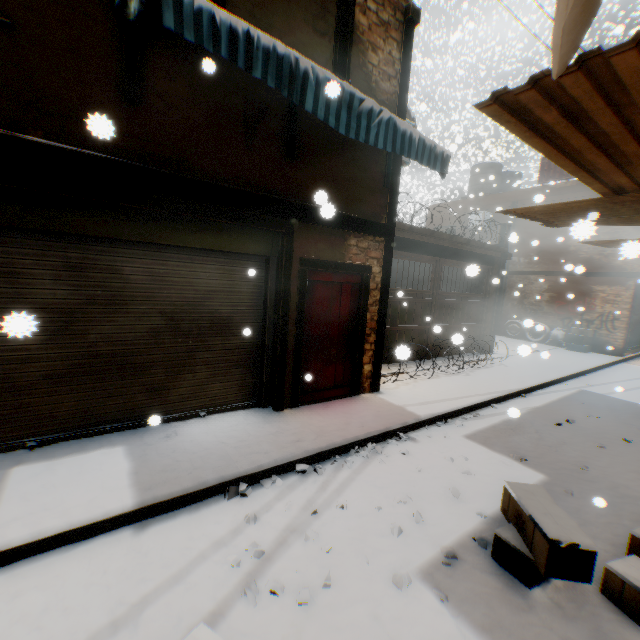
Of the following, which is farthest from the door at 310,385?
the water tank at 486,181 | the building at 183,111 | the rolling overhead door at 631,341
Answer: the rolling overhead door at 631,341

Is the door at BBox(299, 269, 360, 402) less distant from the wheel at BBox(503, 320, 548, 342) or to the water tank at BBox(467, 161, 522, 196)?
the wheel at BBox(503, 320, 548, 342)

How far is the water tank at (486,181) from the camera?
17.5m

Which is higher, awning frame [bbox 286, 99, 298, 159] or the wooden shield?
the wooden shield

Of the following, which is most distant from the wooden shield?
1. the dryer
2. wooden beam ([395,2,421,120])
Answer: the dryer

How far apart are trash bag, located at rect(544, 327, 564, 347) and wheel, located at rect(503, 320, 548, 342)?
0.0m

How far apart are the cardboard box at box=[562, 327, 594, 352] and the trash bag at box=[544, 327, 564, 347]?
0.1 meters

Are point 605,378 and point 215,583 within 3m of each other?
no
